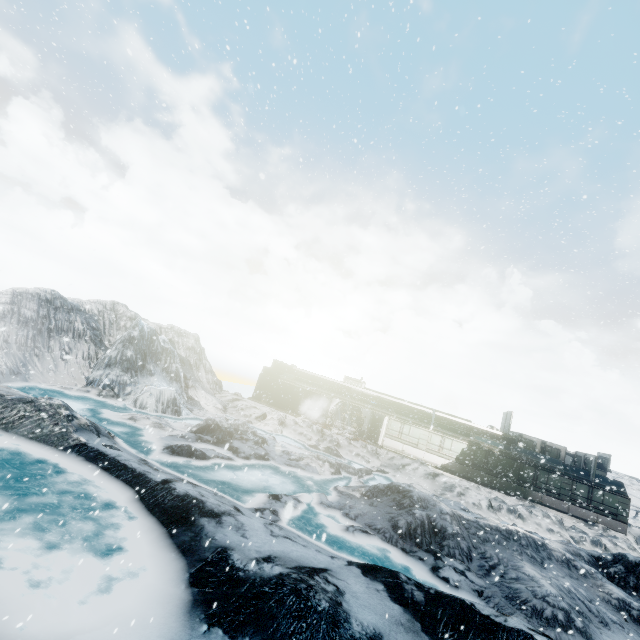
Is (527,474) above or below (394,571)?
above
